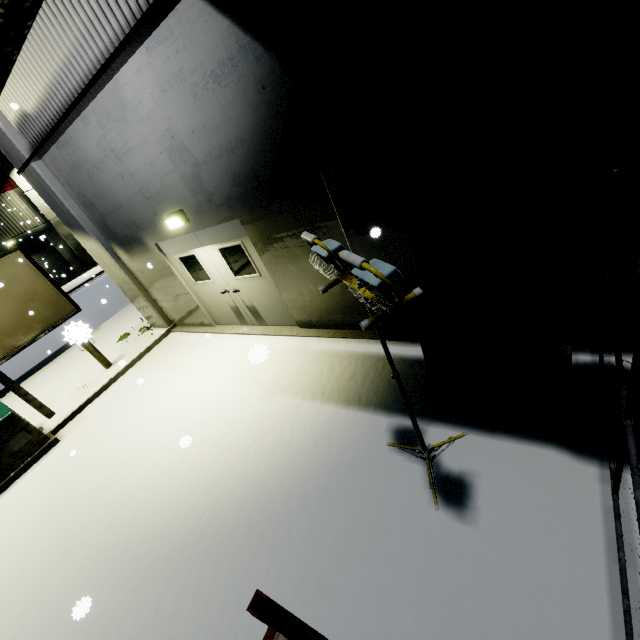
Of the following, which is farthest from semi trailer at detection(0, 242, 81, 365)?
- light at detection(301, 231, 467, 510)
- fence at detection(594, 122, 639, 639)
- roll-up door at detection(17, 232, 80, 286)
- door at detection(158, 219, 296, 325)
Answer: fence at detection(594, 122, 639, 639)

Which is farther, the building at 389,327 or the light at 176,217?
the light at 176,217

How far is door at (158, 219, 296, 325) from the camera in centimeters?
614cm

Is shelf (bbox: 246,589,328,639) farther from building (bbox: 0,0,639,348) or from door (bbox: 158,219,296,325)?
door (bbox: 158,219,296,325)

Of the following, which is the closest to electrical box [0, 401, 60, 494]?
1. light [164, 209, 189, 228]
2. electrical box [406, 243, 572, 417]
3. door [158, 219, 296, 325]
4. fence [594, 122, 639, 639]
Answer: door [158, 219, 296, 325]

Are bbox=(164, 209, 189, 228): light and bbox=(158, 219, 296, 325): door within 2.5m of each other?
yes

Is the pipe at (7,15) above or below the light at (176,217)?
above

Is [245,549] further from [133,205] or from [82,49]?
[82,49]
